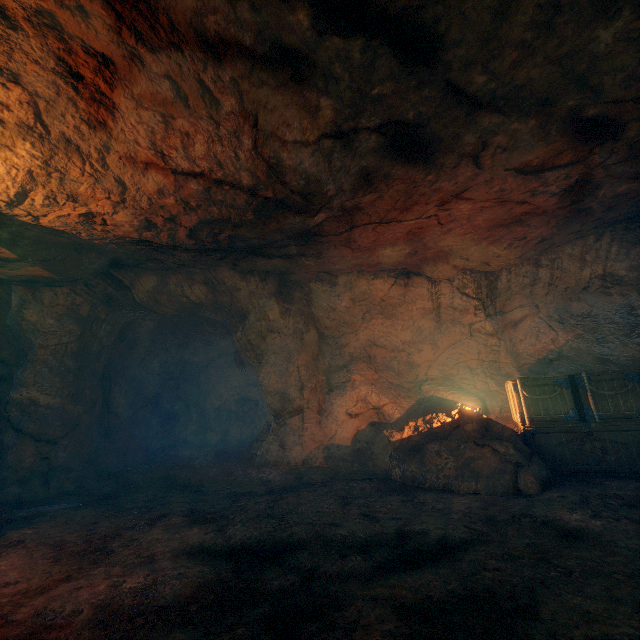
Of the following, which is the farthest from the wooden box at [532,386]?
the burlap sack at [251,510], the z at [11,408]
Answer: the z at [11,408]

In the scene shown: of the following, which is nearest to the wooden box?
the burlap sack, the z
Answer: the burlap sack

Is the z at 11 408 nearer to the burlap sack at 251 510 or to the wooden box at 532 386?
the burlap sack at 251 510

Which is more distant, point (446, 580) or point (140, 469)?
point (140, 469)

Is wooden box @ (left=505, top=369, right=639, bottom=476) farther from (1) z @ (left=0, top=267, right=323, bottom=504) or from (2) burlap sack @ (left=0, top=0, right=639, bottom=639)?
(1) z @ (left=0, top=267, right=323, bottom=504)

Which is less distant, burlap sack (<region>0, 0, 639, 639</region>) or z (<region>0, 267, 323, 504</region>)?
burlap sack (<region>0, 0, 639, 639</region>)

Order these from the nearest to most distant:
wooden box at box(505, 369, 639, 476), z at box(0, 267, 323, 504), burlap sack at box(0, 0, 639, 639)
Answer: burlap sack at box(0, 0, 639, 639), wooden box at box(505, 369, 639, 476), z at box(0, 267, 323, 504)
